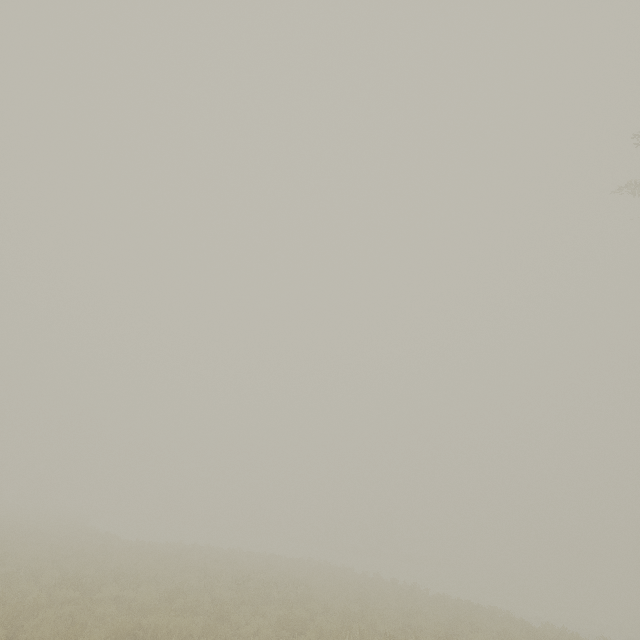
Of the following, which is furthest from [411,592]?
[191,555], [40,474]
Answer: [40,474]
